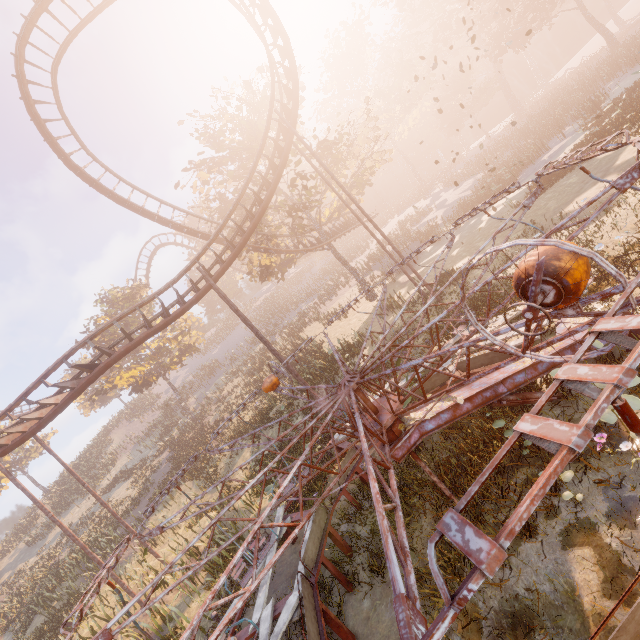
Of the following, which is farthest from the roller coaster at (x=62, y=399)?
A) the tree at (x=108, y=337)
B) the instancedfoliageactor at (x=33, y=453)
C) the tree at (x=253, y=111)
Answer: the tree at (x=108, y=337)

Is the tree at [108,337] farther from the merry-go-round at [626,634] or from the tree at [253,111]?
the merry-go-round at [626,634]

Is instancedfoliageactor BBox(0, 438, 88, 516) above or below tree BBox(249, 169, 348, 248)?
above

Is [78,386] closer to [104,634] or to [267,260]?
[104,634]

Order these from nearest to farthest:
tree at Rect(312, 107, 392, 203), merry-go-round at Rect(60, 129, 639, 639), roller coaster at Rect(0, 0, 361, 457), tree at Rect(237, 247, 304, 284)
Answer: merry-go-round at Rect(60, 129, 639, 639), roller coaster at Rect(0, 0, 361, 457), tree at Rect(312, 107, 392, 203), tree at Rect(237, 247, 304, 284)

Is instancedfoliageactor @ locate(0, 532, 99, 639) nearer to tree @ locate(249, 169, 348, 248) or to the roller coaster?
the roller coaster

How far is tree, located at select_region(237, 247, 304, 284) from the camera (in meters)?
25.41

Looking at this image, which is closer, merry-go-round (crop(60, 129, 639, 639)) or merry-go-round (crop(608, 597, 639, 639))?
merry-go-round (crop(60, 129, 639, 639))
